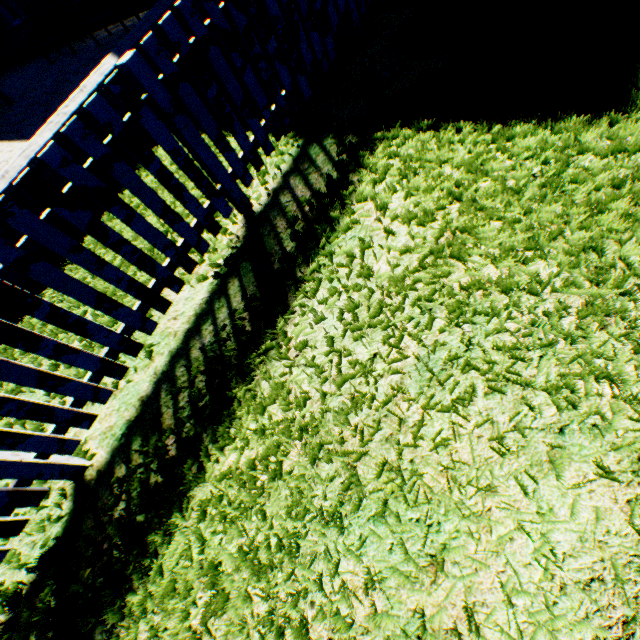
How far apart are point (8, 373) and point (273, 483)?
1.8m
